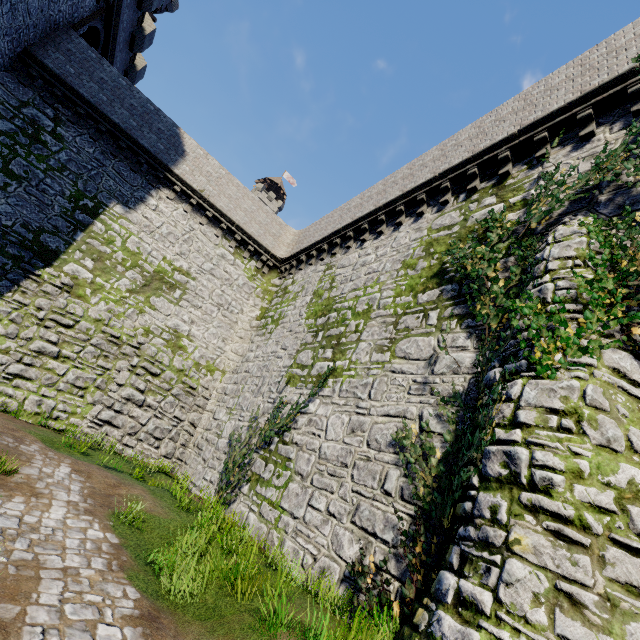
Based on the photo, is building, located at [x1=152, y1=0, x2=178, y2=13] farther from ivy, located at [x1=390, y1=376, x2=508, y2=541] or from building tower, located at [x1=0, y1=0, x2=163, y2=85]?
ivy, located at [x1=390, y1=376, x2=508, y2=541]

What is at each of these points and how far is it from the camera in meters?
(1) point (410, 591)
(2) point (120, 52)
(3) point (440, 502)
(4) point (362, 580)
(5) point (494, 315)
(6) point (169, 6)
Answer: (1) ivy, 5.3
(2) building tower, 19.8
(3) ivy, 5.8
(4) ivy, 5.9
(5) ivy, 7.1
(6) building, 32.0

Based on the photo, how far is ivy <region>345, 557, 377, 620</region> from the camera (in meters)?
5.57

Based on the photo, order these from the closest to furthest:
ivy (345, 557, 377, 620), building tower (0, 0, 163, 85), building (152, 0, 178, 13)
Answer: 1. ivy (345, 557, 377, 620)
2. building tower (0, 0, 163, 85)
3. building (152, 0, 178, 13)

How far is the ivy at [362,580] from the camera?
5.6 meters

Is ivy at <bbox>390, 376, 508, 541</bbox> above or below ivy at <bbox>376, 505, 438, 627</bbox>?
above

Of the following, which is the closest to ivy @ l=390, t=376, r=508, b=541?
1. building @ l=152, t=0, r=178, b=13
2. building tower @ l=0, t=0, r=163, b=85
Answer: building tower @ l=0, t=0, r=163, b=85

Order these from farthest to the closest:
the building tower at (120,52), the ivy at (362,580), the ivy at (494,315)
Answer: the building tower at (120,52) → the ivy at (362,580) → the ivy at (494,315)
